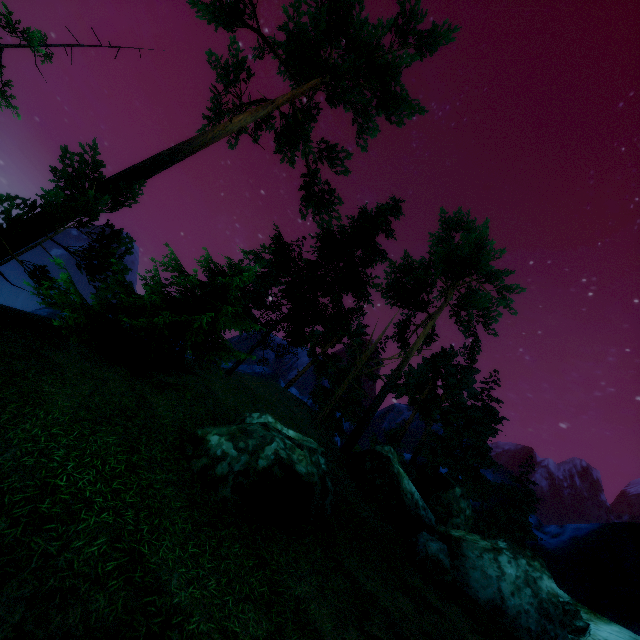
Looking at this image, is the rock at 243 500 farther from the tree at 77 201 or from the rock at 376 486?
the tree at 77 201

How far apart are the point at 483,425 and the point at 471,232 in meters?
19.9 m

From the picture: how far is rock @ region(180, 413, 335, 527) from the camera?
7.8 meters

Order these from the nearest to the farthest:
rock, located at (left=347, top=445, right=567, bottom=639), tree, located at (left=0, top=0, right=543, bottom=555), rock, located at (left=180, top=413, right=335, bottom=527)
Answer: rock, located at (left=180, top=413, right=335, bottom=527) < rock, located at (left=347, top=445, right=567, bottom=639) < tree, located at (left=0, top=0, right=543, bottom=555)

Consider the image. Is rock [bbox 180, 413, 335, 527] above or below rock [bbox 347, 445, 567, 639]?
below

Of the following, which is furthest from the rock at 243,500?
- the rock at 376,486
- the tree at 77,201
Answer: the tree at 77,201

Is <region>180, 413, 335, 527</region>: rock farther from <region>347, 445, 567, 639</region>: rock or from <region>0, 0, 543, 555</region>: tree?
<region>0, 0, 543, 555</region>: tree
